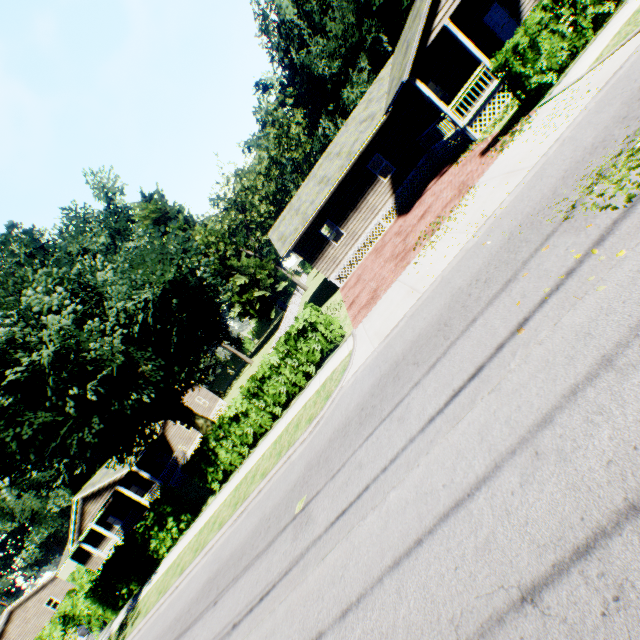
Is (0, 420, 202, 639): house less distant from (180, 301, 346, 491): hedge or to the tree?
the tree

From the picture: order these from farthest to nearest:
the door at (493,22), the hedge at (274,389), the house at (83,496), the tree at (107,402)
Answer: the house at (83,496) < the door at (493,22) < the hedge at (274,389) < the tree at (107,402)

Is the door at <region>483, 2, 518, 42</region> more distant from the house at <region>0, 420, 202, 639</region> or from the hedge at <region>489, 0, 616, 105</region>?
the house at <region>0, 420, 202, 639</region>

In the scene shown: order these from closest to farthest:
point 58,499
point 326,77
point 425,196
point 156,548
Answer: point 156,548, point 425,196, point 58,499, point 326,77

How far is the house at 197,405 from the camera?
37.41m

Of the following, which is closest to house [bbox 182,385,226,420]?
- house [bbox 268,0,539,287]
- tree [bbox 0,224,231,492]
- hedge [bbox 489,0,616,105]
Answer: tree [bbox 0,224,231,492]

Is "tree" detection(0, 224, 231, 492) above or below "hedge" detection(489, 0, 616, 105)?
above
